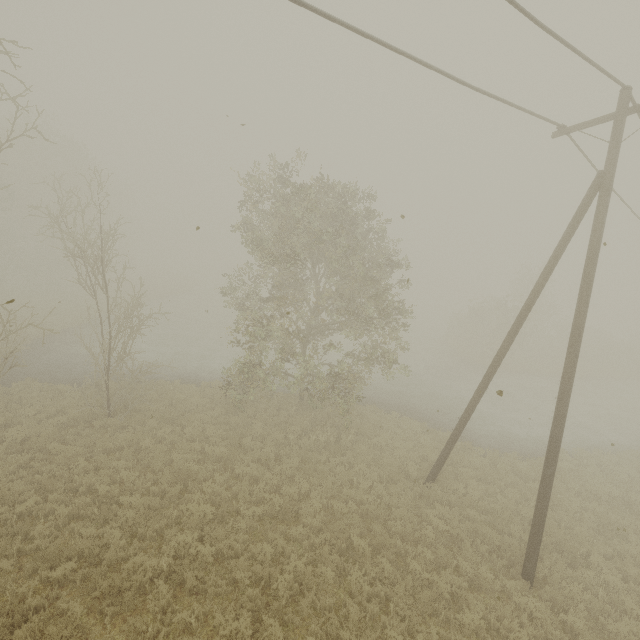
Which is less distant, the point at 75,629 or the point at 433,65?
the point at 433,65
